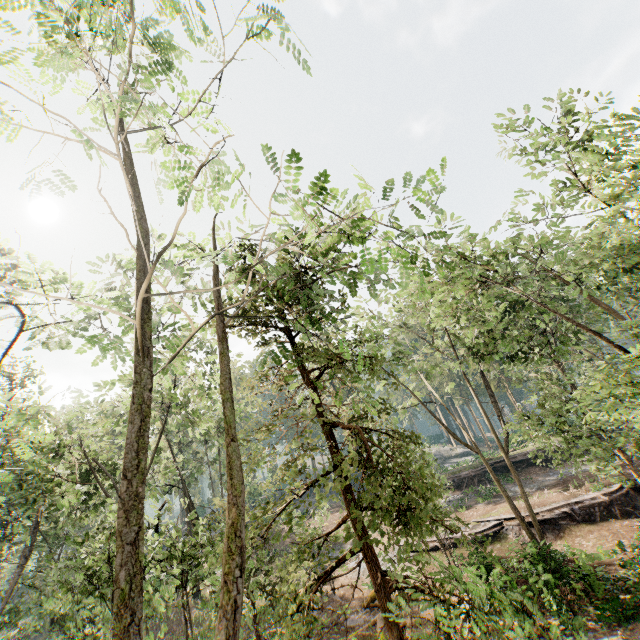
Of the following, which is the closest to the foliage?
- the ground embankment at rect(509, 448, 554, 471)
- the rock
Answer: the rock

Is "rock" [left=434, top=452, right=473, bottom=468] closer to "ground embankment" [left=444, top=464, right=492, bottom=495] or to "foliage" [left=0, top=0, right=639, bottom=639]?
"foliage" [left=0, top=0, right=639, bottom=639]

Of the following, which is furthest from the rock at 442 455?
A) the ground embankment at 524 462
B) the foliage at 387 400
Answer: the ground embankment at 524 462

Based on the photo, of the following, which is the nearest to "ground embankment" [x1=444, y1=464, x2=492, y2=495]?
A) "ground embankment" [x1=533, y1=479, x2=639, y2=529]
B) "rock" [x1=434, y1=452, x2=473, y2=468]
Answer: "ground embankment" [x1=533, y1=479, x2=639, y2=529]

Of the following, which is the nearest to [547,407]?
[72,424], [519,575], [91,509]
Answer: [519,575]

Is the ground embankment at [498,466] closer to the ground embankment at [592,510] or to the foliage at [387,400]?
the foliage at [387,400]

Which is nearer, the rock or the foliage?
the foliage

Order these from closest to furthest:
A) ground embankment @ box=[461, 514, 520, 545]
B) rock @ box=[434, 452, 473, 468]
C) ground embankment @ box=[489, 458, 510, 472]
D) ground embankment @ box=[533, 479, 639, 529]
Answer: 1. ground embankment @ box=[533, 479, 639, 529]
2. ground embankment @ box=[461, 514, 520, 545]
3. ground embankment @ box=[489, 458, 510, 472]
4. rock @ box=[434, 452, 473, 468]
